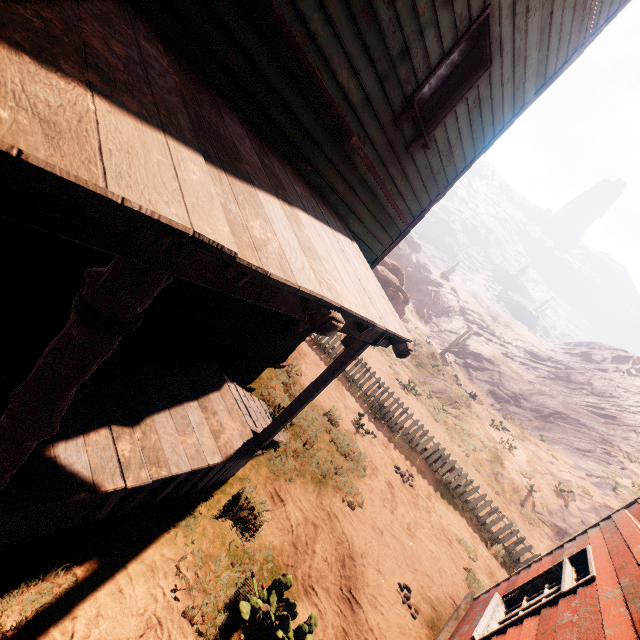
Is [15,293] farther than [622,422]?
No

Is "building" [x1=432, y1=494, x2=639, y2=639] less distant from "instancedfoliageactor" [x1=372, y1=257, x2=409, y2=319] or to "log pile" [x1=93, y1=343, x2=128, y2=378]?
"log pile" [x1=93, y1=343, x2=128, y2=378]

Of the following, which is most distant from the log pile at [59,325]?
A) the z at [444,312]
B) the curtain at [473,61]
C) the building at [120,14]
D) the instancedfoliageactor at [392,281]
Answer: the instancedfoliageactor at [392,281]

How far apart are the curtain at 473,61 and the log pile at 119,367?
5.0 meters

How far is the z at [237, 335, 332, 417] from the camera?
7.5 meters

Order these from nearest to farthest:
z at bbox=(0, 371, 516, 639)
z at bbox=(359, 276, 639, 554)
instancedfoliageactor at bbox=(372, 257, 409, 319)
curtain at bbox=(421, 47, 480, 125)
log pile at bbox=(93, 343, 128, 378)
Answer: z at bbox=(0, 371, 516, 639) < log pile at bbox=(93, 343, 128, 378) < curtain at bbox=(421, 47, 480, 125) < z at bbox=(359, 276, 639, 554) < instancedfoliageactor at bbox=(372, 257, 409, 319)

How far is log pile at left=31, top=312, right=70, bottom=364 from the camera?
3.3m
